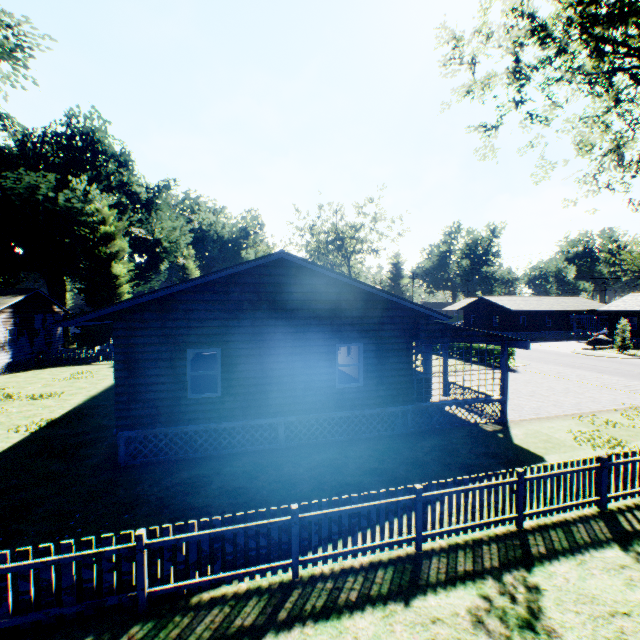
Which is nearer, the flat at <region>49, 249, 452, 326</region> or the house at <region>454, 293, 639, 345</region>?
the flat at <region>49, 249, 452, 326</region>

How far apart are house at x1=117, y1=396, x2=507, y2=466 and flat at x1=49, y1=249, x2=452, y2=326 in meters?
3.3

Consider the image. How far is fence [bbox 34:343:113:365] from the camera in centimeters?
2803cm

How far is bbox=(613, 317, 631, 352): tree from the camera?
32.9m

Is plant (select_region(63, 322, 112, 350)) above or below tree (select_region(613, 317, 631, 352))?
above

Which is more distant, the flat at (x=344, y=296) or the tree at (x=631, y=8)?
the tree at (x=631, y=8)

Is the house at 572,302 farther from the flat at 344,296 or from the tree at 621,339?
the flat at 344,296

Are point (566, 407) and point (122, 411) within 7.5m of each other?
no
